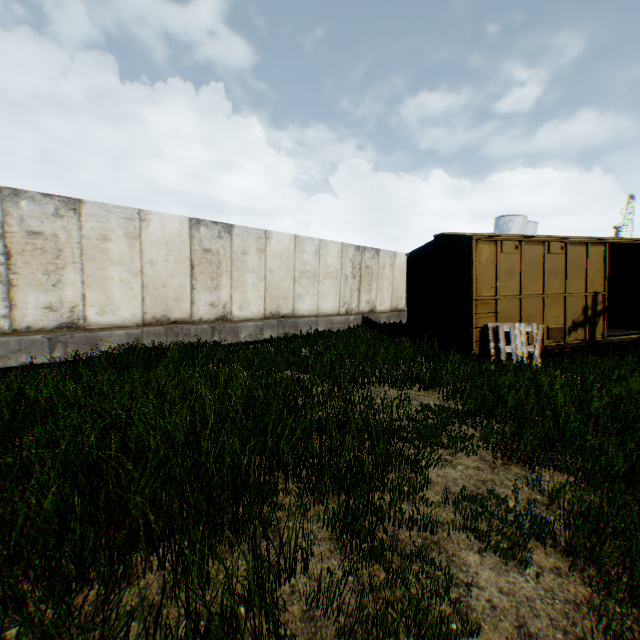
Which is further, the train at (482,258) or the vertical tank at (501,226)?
the vertical tank at (501,226)

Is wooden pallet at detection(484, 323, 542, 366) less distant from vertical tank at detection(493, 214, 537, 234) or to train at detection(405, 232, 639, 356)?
train at detection(405, 232, 639, 356)

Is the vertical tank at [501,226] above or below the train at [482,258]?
above

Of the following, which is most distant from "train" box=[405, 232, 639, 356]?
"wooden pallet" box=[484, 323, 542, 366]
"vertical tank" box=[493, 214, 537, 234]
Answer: "vertical tank" box=[493, 214, 537, 234]

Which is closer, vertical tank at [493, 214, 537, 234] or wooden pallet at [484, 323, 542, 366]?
wooden pallet at [484, 323, 542, 366]

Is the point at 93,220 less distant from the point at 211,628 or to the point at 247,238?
the point at 247,238
